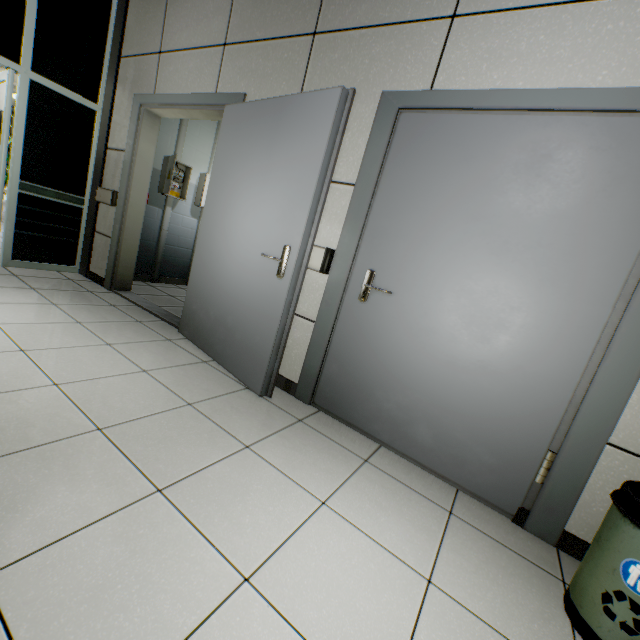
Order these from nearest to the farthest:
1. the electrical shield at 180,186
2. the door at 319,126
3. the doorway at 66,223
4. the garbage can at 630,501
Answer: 1. the garbage can at 630,501
2. the door at 319,126
3. the doorway at 66,223
4. the electrical shield at 180,186

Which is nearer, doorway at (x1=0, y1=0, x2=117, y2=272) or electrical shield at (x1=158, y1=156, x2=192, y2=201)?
doorway at (x1=0, y1=0, x2=117, y2=272)

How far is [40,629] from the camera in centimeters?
80cm

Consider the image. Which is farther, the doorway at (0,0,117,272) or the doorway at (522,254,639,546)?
the doorway at (0,0,117,272)

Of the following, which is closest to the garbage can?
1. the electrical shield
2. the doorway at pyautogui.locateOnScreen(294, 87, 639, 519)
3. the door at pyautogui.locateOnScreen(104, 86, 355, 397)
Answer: the doorway at pyautogui.locateOnScreen(294, 87, 639, 519)

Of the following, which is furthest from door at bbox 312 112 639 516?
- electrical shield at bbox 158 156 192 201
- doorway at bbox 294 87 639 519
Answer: electrical shield at bbox 158 156 192 201

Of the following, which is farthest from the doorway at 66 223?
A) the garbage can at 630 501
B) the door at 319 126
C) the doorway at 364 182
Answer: the garbage can at 630 501

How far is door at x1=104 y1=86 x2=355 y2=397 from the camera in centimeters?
204cm
